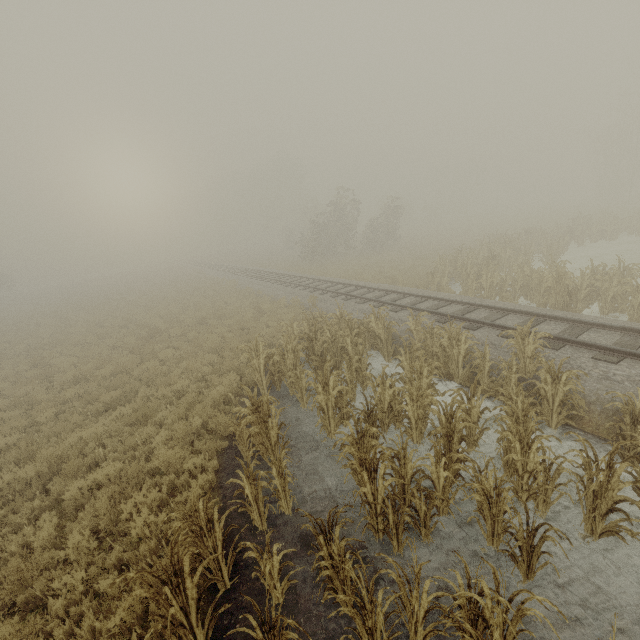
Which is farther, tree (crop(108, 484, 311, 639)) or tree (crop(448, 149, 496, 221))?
tree (crop(448, 149, 496, 221))

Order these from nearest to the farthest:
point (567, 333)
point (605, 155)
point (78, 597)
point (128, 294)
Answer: point (78, 597) → point (567, 333) → point (128, 294) → point (605, 155)

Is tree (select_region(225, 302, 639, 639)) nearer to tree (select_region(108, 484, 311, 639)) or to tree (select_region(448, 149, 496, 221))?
tree (select_region(108, 484, 311, 639))

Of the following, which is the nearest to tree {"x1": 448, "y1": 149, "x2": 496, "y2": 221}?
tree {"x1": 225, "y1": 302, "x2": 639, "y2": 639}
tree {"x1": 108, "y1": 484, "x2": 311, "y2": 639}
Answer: tree {"x1": 225, "y1": 302, "x2": 639, "y2": 639}

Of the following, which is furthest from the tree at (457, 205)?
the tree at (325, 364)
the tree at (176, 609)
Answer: the tree at (176, 609)

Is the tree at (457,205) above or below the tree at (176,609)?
above

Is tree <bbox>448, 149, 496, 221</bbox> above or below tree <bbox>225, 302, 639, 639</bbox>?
above
